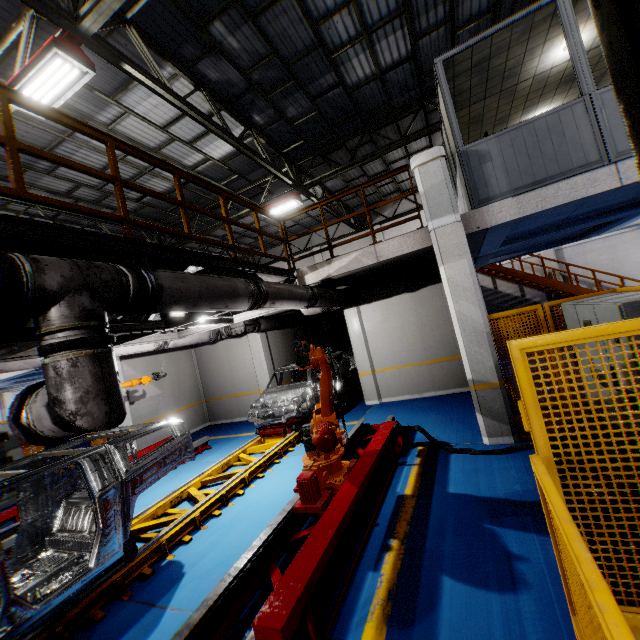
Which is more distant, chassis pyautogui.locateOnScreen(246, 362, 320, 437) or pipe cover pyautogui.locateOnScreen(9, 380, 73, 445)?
chassis pyautogui.locateOnScreen(246, 362, 320, 437)

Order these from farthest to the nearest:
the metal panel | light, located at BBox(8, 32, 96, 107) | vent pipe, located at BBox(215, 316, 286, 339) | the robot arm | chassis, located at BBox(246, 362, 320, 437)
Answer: vent pipe, located at BBox(215, 316, 286, 339)
chassis, located at BBox(246, 362, 320, 437)
light, located at BBox(8, 32, 96, 107)
the robot arm
the metal panel

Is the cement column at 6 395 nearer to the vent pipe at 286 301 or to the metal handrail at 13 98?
the metal handrail at 13 98

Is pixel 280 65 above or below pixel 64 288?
above

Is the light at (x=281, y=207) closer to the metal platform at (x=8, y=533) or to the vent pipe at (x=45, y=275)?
the vent pipe at (x=45, y=275)

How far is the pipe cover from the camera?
2.66m

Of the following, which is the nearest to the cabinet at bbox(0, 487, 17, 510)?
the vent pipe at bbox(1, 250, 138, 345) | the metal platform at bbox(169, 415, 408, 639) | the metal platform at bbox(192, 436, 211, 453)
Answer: the metal platform at bbox(192, 436, 211, 453)

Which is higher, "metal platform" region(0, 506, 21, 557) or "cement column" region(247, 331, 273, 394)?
"cement column" region(247, 331, 273, 394)
